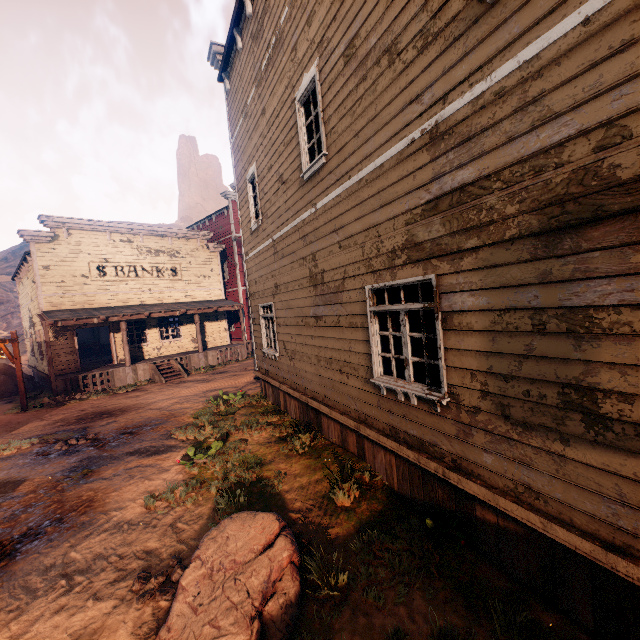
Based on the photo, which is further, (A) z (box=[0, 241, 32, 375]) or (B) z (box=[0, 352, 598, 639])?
(A) z (box=[0, 241, 32, 375])

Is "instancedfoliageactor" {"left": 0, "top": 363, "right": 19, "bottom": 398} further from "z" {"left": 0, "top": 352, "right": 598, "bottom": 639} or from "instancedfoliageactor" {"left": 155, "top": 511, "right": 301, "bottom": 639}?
"instancedfoliageactor" {"left": 155, "top": 511, "right": 301, "bottom": 639}

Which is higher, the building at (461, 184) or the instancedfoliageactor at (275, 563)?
the building at (461, 184)

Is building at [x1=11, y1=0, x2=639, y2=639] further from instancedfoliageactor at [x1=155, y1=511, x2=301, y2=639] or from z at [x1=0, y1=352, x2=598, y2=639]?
instancedfoliageactor at [x1=155, y1=511, x2=301, y2=639]

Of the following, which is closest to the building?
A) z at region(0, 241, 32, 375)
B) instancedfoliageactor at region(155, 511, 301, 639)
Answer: z at region(0, 241, 32, 375)

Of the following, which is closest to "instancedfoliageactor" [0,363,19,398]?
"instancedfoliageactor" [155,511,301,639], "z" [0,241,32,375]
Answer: "z" [0,241,32,375]

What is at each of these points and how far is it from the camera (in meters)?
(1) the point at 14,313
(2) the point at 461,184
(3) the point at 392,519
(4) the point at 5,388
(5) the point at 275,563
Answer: (1) z, 38.16
(2) building, 3.32
(3) z, 4.54
(4) instancedfoliageactor, 16.77
(5) instancedfoliageactor, 3.59

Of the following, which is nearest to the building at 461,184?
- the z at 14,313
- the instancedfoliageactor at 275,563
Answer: the z at 14,313
